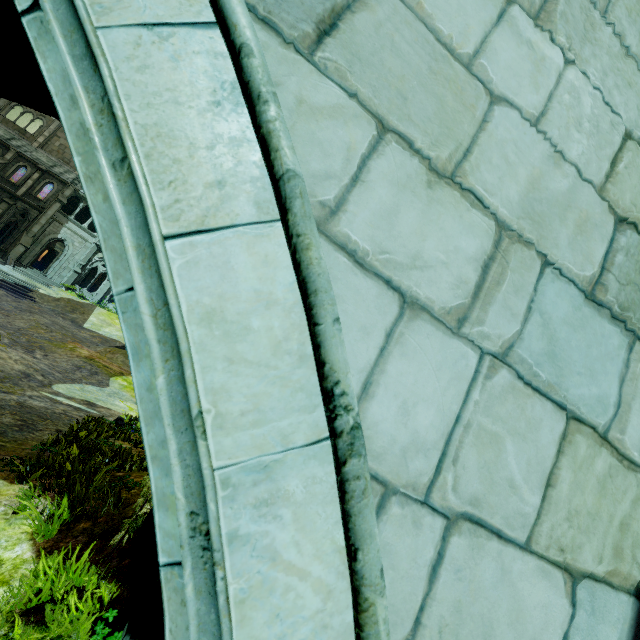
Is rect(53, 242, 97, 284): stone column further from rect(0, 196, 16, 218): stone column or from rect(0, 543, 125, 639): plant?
rect(0, 543, 125, 639): plant

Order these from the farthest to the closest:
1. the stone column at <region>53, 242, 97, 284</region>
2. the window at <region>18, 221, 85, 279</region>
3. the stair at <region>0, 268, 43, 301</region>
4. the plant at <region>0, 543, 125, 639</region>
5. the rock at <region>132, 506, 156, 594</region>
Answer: the stone column at <region>53, 242, 97, 284</region> < the window at <region>18, 221, 85, 279</region> < the stair at <region>0, 268, 43, 301</region> < the rock at <region>132, 506, 156, 594</region> < the plant at <region>0, 543, 125, 639</region>

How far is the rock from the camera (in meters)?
3.66

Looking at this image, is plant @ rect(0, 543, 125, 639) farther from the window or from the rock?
the window

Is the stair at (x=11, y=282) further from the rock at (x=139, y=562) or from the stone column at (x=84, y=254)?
the rock at (x=139, y=562)

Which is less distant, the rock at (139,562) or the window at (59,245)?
the rock at (139,562)

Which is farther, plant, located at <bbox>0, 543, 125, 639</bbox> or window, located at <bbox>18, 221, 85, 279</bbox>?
window, located at <bbox>18, 221, 85, 279</bbox>

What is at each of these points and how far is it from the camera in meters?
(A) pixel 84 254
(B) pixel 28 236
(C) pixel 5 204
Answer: (A) stone column, 33.1 m
(B) stone column, 29.1 m
(C) stone column, 28.6 m
